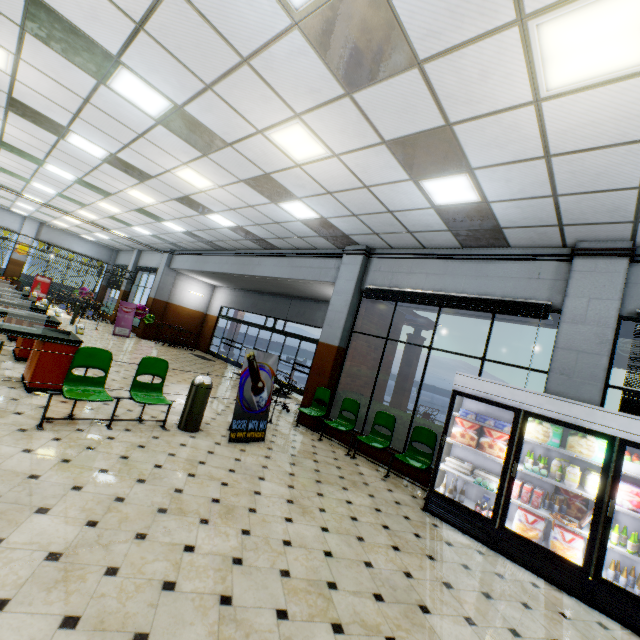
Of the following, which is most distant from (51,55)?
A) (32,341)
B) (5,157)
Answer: (5,157)

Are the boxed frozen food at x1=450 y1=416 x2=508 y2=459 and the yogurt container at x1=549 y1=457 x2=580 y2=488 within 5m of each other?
yes

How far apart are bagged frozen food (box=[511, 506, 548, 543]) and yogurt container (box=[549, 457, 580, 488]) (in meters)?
0.59

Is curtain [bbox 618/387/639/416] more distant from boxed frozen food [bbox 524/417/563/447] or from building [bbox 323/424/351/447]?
boxed frozen food [bbox 524/417/563/447]

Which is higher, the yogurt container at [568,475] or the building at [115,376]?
the yogurt container at [568,475]

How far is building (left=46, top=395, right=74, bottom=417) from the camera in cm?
479

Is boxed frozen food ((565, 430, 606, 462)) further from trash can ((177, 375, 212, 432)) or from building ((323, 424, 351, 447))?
trash can ((177, 375, 212, 432))

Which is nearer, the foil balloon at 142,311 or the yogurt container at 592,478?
the yogurt container at 592,478
